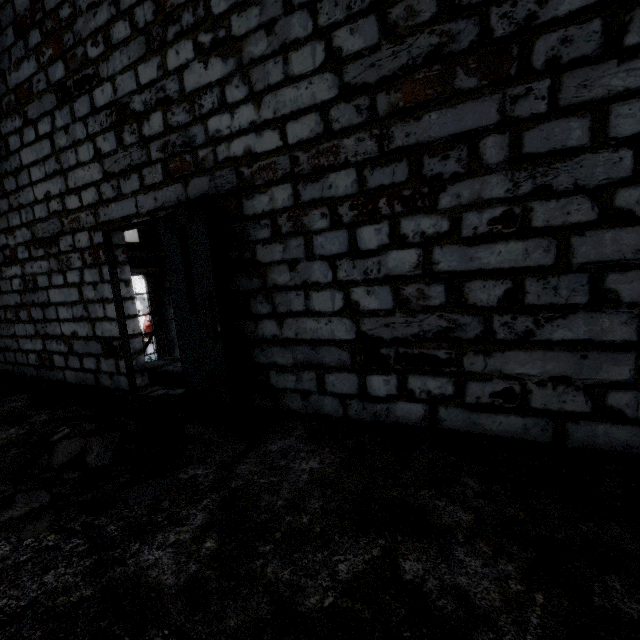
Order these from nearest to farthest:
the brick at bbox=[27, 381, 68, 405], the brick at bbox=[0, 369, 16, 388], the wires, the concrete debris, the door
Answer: the concrete debris, the door, the brick at bbox=[27, 381, 68, 405], the brick at bbox=[0, 369, 16, 388], the wires

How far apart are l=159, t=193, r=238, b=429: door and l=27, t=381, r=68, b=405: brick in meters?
2.0

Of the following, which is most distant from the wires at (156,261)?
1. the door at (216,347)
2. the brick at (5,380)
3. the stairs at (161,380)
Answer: the brick at (5,380)

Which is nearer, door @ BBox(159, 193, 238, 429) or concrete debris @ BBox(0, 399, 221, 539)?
concrete debris @ BBox(0, 399, 221, 539)

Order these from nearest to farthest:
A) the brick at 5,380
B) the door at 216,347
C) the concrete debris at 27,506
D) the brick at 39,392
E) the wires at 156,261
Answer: the concrete debris at 27,506, the door at 216,347, the brick at 39,392, the brick at 5,380, the wires at 156,261

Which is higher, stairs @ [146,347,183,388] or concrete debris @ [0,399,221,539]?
concrete debris @ [0,399,221,539]

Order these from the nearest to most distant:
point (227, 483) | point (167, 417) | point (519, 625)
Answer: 1. point (519, 625)
2. point (227, 483)
3. point (167, 417)

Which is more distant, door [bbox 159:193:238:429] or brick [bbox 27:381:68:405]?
brick [bbox 27:381:68:405]
